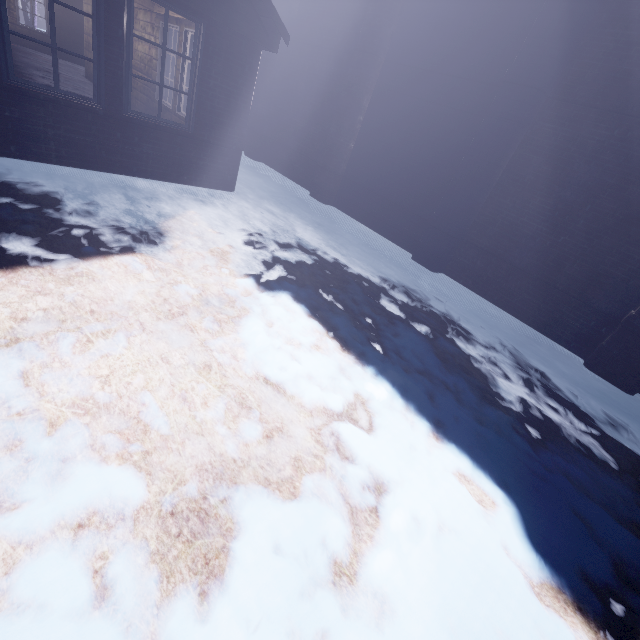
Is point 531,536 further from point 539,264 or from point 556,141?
point 556,141
